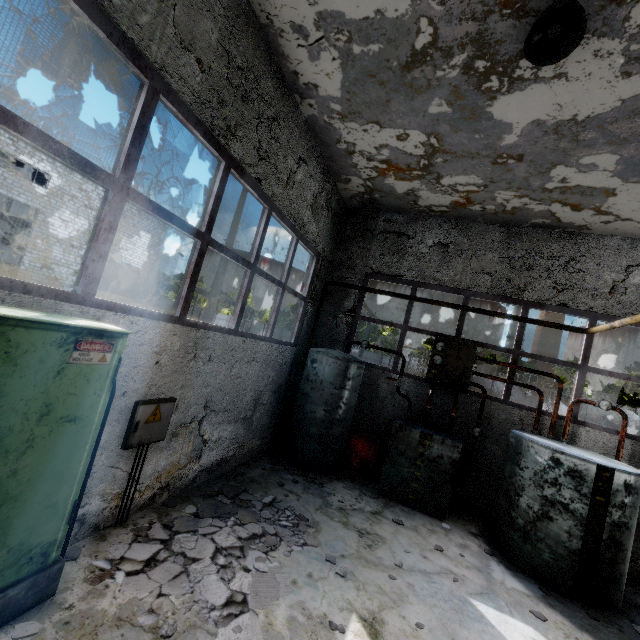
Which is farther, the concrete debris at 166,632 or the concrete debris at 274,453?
the concrete debris at 274,453

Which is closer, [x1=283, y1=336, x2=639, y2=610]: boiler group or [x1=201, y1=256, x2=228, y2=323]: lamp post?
[x1=283, y1=336, x2=639, y2=610]: boiler group

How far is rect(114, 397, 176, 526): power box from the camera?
3.9m

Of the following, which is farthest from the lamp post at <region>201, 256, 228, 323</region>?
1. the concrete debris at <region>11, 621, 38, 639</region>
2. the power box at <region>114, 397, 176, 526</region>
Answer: the concrete debris at <region>11, 621, 38, 639</region>

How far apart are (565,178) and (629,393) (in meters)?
33.58

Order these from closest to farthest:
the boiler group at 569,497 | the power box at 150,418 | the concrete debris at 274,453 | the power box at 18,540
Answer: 1. the power box at 18,540
2. the power box at 150,418
3. the boiler group at 569,497
4. the concrete debris at 274,453

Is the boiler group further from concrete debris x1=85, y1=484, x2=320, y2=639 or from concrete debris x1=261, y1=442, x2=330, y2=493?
concrete debris x1=85, y1=484, x2=320, y2=639

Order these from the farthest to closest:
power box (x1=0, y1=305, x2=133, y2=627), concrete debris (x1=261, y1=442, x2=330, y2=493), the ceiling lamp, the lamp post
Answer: the lamp post, concrete debris (x1=261, y1=442, x2=330, y2=493), the ceiling lamp, power box (x1=0, y1=305, x2=133, y2=627)
